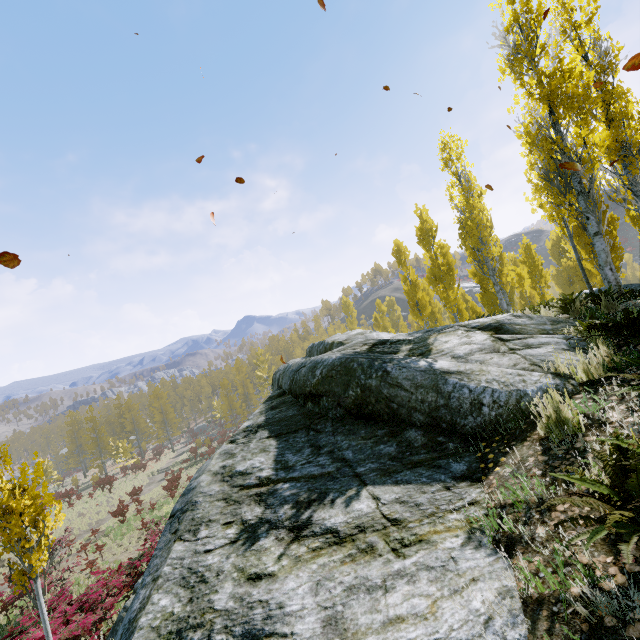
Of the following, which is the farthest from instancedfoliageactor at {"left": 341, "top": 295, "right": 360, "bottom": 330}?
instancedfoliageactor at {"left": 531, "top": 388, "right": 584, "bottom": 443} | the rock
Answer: instancedfoliageactor at {"left": 531, "top": 388, "right": 584, "bottom": 443}

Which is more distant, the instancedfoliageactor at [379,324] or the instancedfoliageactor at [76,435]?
the instancedfoliageactor at [379,324]

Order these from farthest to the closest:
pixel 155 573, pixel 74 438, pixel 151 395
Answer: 1. pixel 74 438
2. pixel 151 395
3. pixel 155 573

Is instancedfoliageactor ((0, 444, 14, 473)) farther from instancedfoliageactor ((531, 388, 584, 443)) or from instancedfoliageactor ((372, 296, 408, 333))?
instancedfoliageactor ((531, 388, 584, 443))

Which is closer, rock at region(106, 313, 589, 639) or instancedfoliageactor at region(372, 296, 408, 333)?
rock at region(106, 313, 589, 639)

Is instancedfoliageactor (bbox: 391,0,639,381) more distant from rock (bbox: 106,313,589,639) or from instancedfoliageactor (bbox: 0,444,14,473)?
instancedfoliageactor (bbox: 0,444,14,473)

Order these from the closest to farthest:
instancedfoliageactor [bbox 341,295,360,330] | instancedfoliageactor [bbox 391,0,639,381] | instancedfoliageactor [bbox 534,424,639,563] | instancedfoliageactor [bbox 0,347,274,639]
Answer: instancedfoliageactor [bbox 534,424,639,563] → instancedfoliageactor [bbox 0,347,274,639] → instancedfoliageactor [bbox 391,0,639,381] → instancedfoliageactor [bbox 341,295,360,330]

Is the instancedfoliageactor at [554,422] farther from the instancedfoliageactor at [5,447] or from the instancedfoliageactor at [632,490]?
the instancedfoliageactor at [5,447]
